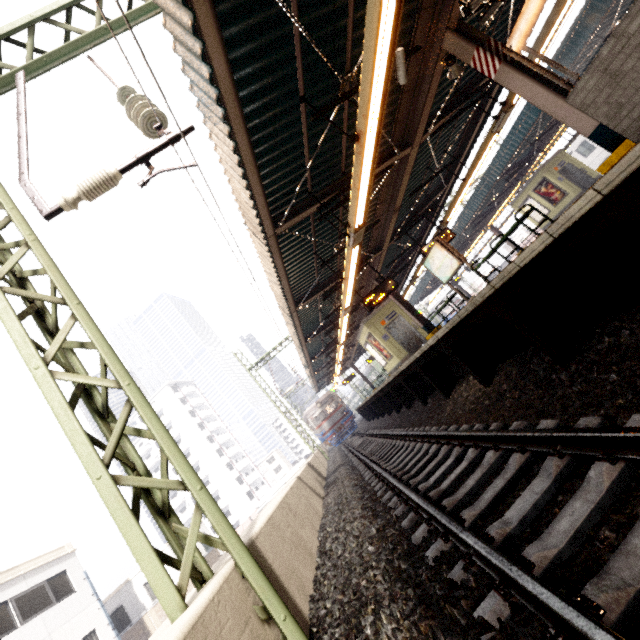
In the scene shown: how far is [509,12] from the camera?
8.06m

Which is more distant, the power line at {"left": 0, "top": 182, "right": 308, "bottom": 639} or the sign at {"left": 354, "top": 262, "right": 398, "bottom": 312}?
the sign at {"left": 354, "top": 262, "right": 398, "bottom": 312}

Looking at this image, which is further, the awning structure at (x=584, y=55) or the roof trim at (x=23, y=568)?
the roof trim at (x=23, y=568)

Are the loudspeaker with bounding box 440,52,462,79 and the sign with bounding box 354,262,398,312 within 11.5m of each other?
yes

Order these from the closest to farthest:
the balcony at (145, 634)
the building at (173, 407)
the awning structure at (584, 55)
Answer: the awning structure at (584, 55) → the balcony at (145, 634) → the building at (173, 407)

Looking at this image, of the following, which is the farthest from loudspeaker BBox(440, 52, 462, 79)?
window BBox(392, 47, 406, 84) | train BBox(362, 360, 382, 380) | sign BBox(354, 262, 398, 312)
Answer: train BBox(362, 360, 382, 380)

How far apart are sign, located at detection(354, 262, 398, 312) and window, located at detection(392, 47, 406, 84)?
6.9m

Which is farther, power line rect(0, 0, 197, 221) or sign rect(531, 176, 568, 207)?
sign rect(531, 176, 568, 207)
